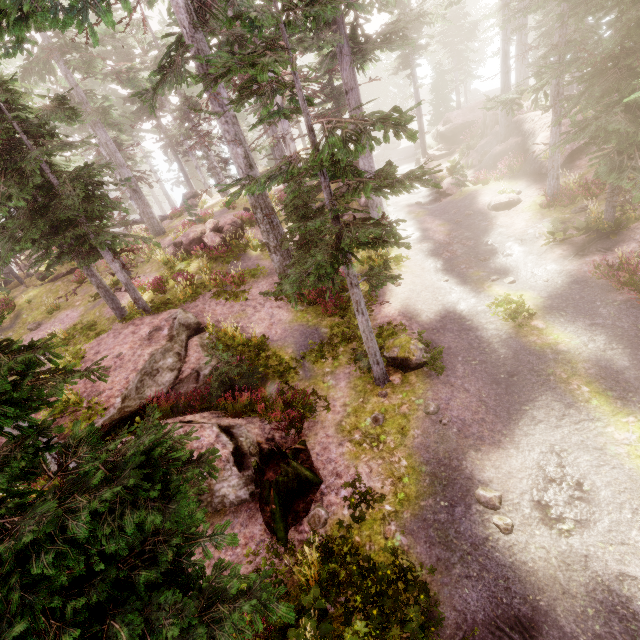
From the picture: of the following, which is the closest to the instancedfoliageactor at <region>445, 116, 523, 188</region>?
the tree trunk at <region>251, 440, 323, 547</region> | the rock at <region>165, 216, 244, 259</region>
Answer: the rock at <region>165, 216, 244, 259</region>

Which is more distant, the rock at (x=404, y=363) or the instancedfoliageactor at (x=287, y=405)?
the rock at (x=404, y=363)

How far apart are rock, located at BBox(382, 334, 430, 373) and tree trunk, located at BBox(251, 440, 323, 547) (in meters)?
3.52

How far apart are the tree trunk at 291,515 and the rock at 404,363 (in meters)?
3.52

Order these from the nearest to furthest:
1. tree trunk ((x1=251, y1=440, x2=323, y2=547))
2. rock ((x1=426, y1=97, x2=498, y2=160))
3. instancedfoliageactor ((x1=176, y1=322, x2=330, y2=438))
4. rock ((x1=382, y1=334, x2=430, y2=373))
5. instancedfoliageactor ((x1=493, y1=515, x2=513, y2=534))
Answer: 1. instancedfoliageactor ((x1=493, y1=515, x2=513, y2=534))
2. tree trunk ((x1=251, y1=440, x2=323, y2=547))
3. instancedfoliageactor ((x1=176, y1=322, x2=330, y2=438))
4. rock ((x1=382, y1=334, x2=430, y2=373))
5. rock ((x1=426, y1=97, x2=498, y2=160))

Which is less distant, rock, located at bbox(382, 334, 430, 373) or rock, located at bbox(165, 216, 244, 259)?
rock, located at bbox(382, 334, 430, 373)

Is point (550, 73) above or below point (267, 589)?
above
